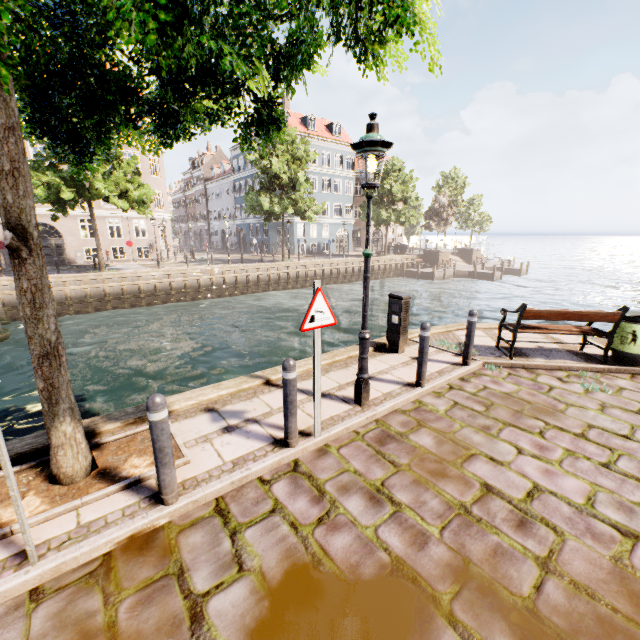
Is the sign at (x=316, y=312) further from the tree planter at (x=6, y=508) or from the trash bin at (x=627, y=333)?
the trash bin at (x=627, y=333)

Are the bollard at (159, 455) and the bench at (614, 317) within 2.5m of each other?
no

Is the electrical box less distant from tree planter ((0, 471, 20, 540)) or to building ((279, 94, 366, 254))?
tree planter ((0, 471, 20, 540))

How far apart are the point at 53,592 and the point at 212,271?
23.9m

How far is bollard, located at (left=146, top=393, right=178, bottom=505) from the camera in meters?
2.8 m

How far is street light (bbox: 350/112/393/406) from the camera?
3.83m

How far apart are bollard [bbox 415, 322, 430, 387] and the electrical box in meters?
1.4 m

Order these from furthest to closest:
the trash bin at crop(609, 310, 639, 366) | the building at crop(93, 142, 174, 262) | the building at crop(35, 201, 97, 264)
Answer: the building at crop(93, 142, 174, 262) < the building at crop(35, 201, 97, 264) < the trash bin at crop(609, 310, 639, 366)
